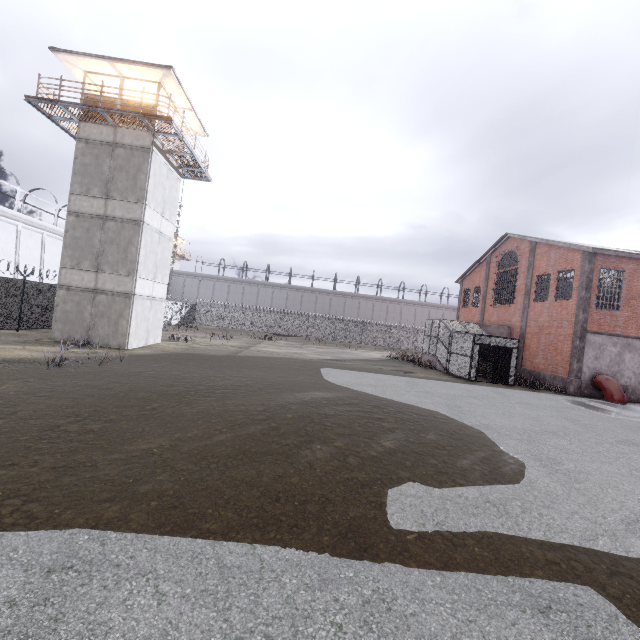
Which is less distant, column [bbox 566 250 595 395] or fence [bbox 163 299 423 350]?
column [bbox 566 250 595 395]

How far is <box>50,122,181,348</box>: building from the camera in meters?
17.3 m

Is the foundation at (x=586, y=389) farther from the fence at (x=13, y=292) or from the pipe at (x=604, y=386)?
the fence at (x=13, y=292)

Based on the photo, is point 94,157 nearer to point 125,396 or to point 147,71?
point 147,71

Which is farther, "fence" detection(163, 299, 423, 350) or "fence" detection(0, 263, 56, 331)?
"fence" detection(163, 299, 423, 350)

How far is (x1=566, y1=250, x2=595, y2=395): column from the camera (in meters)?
19.70

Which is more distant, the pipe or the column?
the column

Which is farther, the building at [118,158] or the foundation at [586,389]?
the foundation at [586,389]
